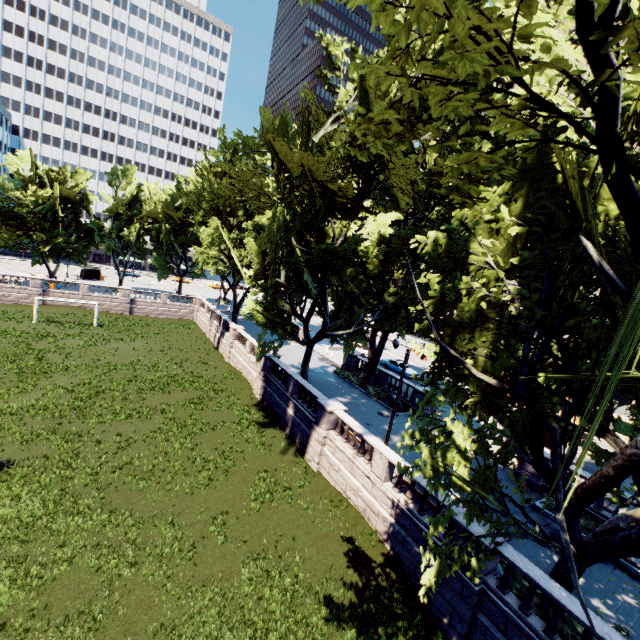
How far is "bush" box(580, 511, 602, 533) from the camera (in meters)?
15.70

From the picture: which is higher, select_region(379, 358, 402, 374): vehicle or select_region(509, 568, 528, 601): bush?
select_region(379, 358, 402, 374): vehicle

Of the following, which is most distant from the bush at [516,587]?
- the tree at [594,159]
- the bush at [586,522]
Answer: the bush at [586,522]

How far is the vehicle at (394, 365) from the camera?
37.5 meters

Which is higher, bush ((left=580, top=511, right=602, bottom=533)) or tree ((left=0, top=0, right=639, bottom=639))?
tree ((left=0, top=0, right=639, bottom=639))

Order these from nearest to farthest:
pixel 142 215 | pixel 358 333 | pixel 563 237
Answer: pixel 563 237
pixel 358 333
pixel 142 215

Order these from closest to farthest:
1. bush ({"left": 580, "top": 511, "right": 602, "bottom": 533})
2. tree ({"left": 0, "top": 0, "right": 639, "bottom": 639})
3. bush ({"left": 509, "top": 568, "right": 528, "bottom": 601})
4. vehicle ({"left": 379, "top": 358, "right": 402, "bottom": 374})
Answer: tree ({"left": 0, "top": 0, "right": 639, "bottom": 639}) < bush ({"left": 509, "top": 568, "right": 528, "bottom": 601}) < bush ({"left": 580, "top": 511, "right": 602, "bottom": 533}) < vehicle ({"left": 379, "top": 358, "right": 402, "bottom": 374})

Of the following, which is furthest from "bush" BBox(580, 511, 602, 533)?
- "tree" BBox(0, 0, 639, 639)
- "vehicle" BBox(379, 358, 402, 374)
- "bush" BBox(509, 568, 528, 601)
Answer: "vehicle" BBox(379, 358, 402, 374)
